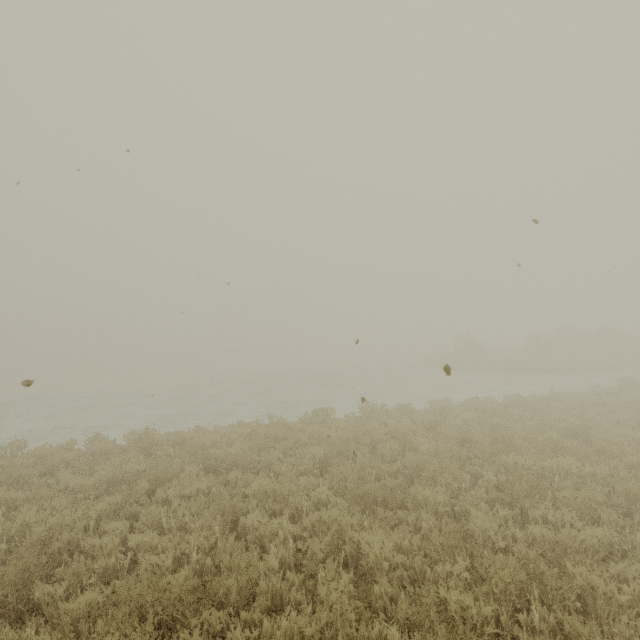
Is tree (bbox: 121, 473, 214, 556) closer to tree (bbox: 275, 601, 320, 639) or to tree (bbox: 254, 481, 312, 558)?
tree (bbox: 254, 481, 312, 558)

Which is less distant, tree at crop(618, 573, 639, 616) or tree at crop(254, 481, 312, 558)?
tree at crop(618, 573, 639, 616)

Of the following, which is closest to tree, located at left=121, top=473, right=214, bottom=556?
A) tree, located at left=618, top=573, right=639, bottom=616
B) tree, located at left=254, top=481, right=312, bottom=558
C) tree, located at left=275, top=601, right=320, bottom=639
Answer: tree, located at left=254, top=481, right=312, bottom=558

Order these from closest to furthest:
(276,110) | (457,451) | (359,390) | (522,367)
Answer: (276,110), (457,451), (359,390), (522,367)

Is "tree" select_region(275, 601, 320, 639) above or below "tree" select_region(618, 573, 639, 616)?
above

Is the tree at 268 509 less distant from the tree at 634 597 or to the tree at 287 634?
the tree at 287 634

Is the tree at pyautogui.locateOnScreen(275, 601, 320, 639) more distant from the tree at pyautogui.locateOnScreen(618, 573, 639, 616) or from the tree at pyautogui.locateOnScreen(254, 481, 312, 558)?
the tree at pyautogui.locateOnScreen(618, 573, 639, 616)

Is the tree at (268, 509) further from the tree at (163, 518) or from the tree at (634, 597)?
the tree at (634, 597)
